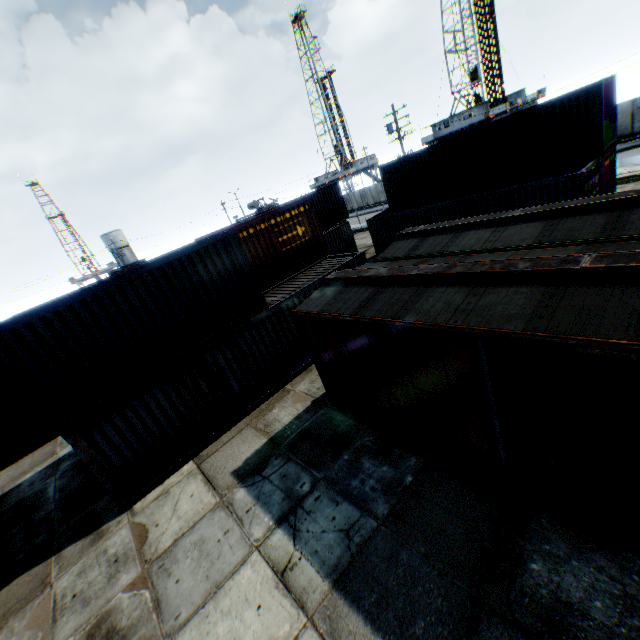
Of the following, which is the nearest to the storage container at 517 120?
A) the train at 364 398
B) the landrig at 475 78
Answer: the train at 364 398

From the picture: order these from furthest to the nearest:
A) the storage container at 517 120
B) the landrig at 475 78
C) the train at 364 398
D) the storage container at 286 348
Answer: the landrig at 475 78
the storage container at 517 120
the storage container at 286 348
the train at 364 398

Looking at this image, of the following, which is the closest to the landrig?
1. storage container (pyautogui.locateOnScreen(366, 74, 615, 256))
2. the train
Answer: storage container (pyautogui.locateOnScreen(366, 74, 615, 256))

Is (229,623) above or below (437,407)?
below

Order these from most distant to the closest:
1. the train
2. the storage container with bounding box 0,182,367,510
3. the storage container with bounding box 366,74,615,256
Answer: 1. the storage container with bounding box 366,74,615,256
2. the storage container with bounding box 0,182,367,510
3. the train

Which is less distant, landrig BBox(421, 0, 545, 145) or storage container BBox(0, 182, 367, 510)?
storage container BBox(0, 182, 367, 510)

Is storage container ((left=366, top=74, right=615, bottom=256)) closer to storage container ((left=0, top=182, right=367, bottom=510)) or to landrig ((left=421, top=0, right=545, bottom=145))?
storage container ((left=0, top=182, right=367, bottom=510))

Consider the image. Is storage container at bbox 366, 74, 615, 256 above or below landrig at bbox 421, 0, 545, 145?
below
